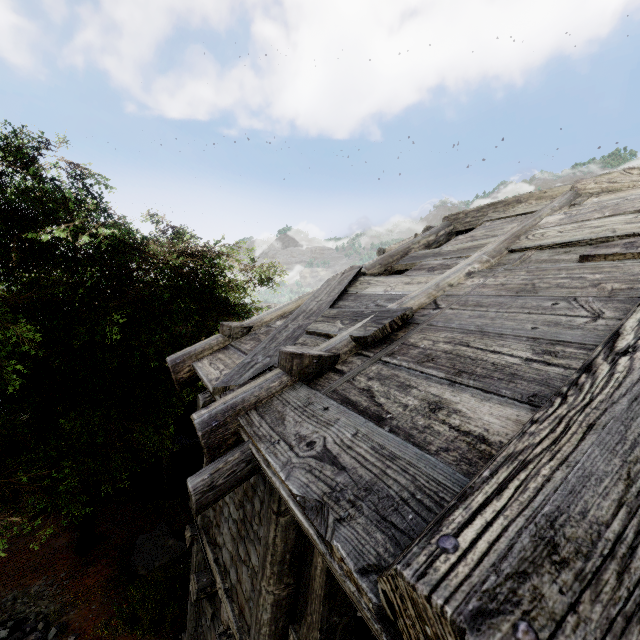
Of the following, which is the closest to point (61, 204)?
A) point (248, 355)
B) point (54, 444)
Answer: point (54, 444)

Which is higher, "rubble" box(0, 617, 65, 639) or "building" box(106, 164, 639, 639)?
"building" box(106, 164, 639, 639)

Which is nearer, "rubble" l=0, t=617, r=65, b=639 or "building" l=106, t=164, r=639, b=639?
"building" l=106, t=164, r=639, b=639

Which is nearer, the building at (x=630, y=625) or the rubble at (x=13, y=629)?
the building at (x=630, y=625)

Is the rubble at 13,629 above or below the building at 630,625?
below
